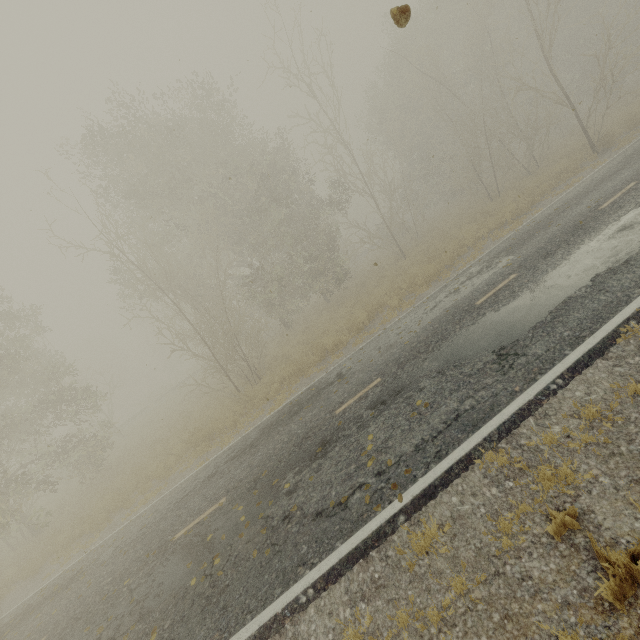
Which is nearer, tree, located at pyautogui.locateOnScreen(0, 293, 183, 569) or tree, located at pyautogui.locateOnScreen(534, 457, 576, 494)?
tree, located at pyautogui.locateOnScreen(534, 457, 576, 494)

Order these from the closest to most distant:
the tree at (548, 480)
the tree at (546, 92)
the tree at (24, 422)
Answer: the tree at (548, 480)
the tree at (24, 422)
the tree at (546, 92)

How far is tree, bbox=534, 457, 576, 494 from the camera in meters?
3.8

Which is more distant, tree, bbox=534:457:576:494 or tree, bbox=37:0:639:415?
tree, bbox=37:0:639:415

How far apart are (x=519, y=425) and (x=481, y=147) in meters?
21.7

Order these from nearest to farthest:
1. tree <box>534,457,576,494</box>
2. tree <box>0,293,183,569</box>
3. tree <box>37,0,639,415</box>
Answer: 1. tree <box>534,457,576,494</box>
2. tree <box>0,293,183,569</box>
3. tree <box>37,0,639,415</box>

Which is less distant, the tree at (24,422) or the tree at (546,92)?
the tree at (24,422)

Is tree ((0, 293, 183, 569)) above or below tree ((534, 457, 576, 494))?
above
